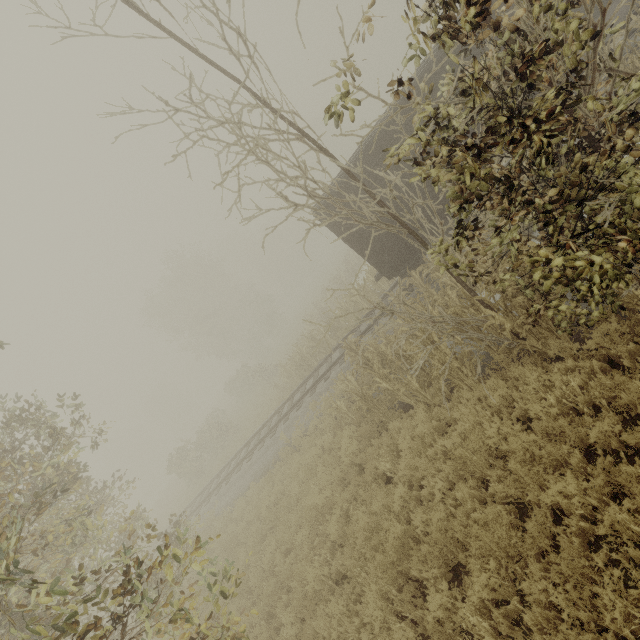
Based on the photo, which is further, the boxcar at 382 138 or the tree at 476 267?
the boxcar at 382 138

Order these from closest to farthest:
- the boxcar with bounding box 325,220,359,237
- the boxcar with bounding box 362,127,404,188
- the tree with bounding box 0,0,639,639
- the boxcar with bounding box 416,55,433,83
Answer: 1. the tree with bounding box 0,0,639,639
2. the boxcar with bounding box 416,55,433,83
3. the boxcar with bounding box 362,127,404,188
4. the boxcar with bounding box 325,220,359,237

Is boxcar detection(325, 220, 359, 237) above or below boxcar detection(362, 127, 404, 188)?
below

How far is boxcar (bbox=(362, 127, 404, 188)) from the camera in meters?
10.2 m

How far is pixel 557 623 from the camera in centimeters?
350cm

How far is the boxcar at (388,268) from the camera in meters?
11.4
